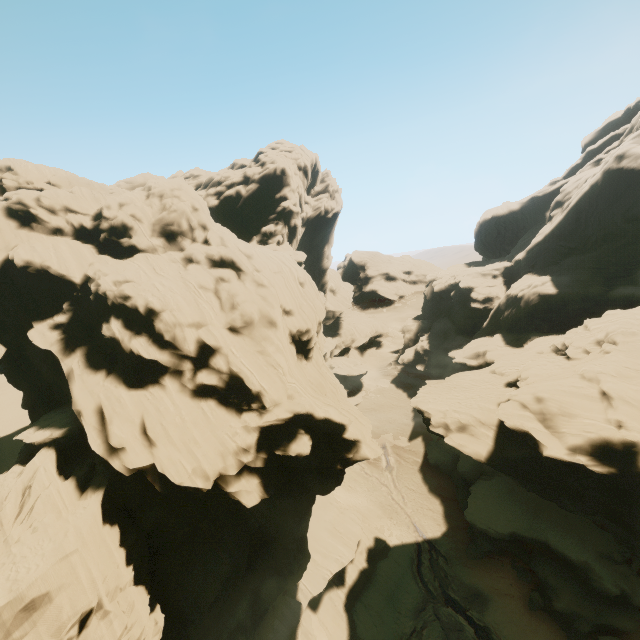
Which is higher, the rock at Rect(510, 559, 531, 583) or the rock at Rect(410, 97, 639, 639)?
the rock at Rect(410, 97, 639, 639)

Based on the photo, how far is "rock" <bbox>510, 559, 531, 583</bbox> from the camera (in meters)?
30.47

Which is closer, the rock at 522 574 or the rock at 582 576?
the rock at 582 576

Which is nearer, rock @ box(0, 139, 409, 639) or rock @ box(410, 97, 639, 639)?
rock @ box(0, 139, 409, 639)

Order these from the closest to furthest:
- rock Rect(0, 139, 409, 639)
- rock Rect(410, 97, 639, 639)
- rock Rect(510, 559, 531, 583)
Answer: rock Rect(0, 139, 409, 639)
rock Rect(410, 97, 639, 639)
rock Rect(510, 559, 531, 583)

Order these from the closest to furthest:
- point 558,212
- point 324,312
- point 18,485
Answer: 1. point 18,485
2. point 324,312
3. point 558,212

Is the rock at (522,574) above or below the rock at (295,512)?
below
